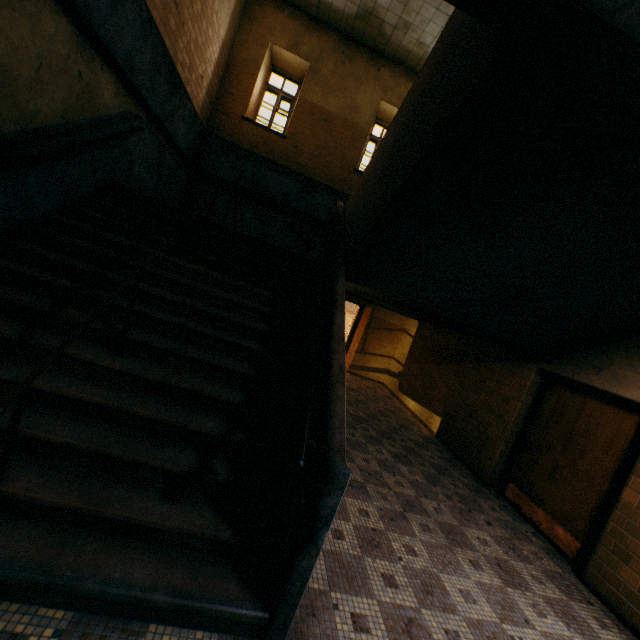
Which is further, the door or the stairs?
the door

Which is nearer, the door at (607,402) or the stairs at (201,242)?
the stairs at (201,242)

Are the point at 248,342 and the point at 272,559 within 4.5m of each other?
yes
